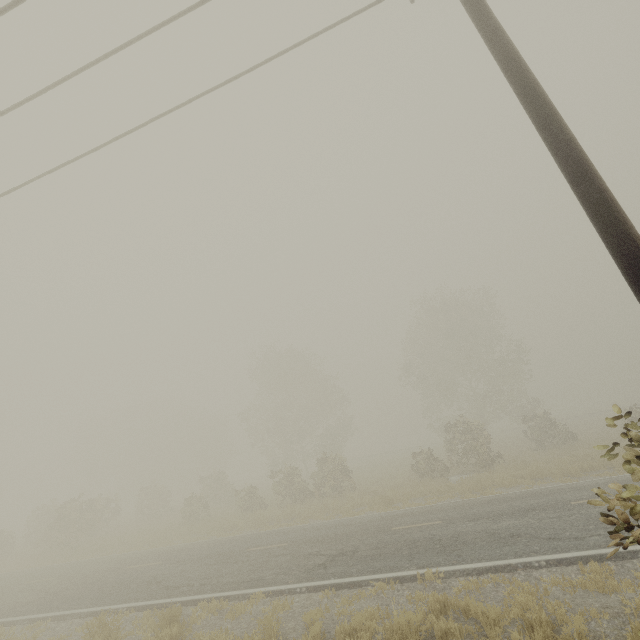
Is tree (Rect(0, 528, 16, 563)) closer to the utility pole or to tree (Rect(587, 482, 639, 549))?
tree (Rect(587, 482, 639, 549))

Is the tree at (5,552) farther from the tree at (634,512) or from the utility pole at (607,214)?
the utility pole at (607,214)

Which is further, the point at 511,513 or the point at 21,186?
the point at 511,513

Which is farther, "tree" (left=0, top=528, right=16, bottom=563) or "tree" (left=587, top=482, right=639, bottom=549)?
"tree" (left=0, top=528, right=16, bottom=563)

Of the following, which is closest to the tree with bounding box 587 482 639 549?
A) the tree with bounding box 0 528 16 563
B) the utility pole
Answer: the utility pole
